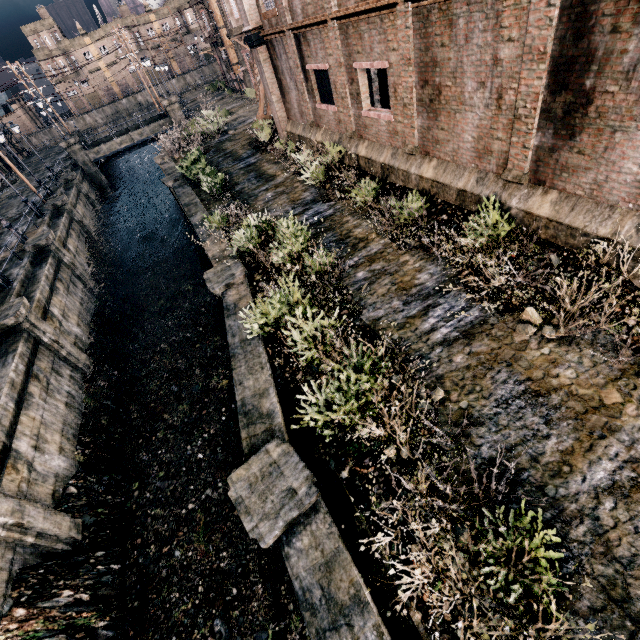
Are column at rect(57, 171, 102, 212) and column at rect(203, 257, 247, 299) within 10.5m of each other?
no

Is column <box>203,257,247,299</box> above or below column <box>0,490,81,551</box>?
above

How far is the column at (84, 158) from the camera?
38.9 meters

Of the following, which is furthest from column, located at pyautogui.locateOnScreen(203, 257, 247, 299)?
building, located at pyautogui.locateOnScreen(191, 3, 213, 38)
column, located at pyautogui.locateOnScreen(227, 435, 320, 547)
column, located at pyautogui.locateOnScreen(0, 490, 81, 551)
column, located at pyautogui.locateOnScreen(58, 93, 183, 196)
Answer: building, located at pyautogui.locateOnScreen(191, 3, 213, 38)

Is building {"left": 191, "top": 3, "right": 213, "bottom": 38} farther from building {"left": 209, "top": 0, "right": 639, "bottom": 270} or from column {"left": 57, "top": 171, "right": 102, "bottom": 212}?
column {"left": 57, "top": 171, "right": 102, "bottom": 212}

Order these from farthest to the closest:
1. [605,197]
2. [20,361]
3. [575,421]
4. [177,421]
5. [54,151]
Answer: [54,151] → [177,421] → [20,361] → [605,197] → [575,421]

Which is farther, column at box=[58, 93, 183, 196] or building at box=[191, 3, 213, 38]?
building at box=[191, 3, 213, 38]

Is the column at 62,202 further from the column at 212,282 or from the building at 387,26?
the column at 212,282
